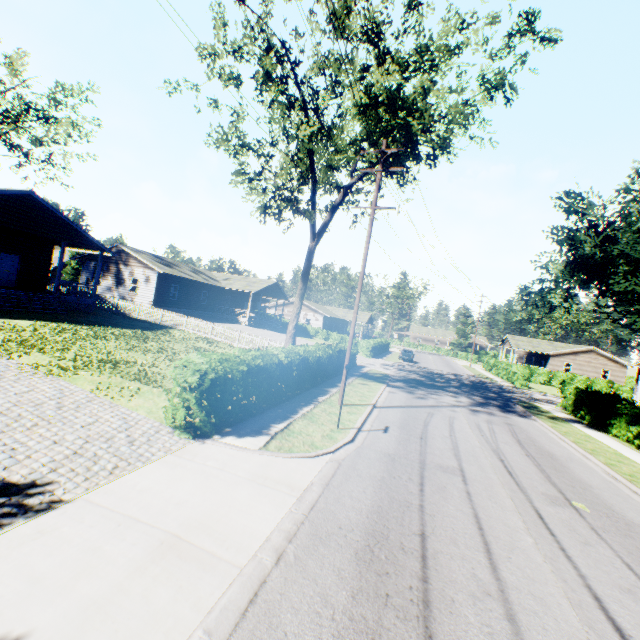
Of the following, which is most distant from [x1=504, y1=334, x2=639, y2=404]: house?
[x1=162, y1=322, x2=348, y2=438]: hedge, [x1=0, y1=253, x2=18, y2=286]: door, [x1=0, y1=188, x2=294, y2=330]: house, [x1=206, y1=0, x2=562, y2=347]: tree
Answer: [x1=0, y1=253, x2=18, y2=286]: door

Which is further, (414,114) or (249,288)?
(249,288)

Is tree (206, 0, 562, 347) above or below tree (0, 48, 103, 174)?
below

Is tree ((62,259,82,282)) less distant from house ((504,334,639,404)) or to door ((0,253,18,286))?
door ((0,253,18,286))

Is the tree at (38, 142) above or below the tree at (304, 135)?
above

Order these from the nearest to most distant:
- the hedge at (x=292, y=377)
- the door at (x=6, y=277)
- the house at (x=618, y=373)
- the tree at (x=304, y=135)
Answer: the hedge at (x=292, y=377)
the tree at (x=304, y=135)
the door at (x=6, y=277)
the house at (x=618, y=373)

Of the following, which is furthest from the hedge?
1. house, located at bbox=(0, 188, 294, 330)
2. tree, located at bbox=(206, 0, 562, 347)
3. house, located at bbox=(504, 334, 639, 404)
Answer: house, located at bbox=(504, 334, 639, 404)

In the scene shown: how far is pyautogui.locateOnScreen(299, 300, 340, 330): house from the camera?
53.69m
